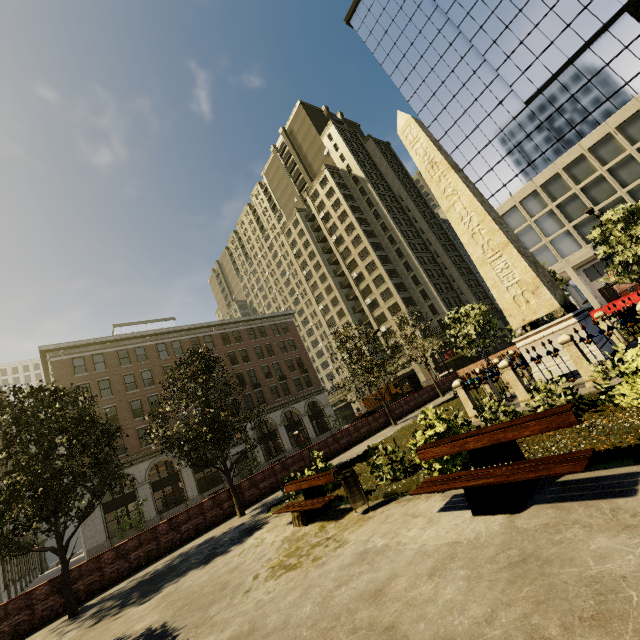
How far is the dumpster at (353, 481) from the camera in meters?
6.9 m

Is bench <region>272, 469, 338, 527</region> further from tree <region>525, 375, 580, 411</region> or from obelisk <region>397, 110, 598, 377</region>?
obelisk <region>397, 110, 598, 377</region>

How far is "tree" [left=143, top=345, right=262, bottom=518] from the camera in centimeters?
1366cm

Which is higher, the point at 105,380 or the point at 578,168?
the point at 105,380

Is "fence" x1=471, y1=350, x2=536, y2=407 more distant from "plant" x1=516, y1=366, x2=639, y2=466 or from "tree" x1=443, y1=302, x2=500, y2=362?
"tree" x1=443, y1=302, x2=500, y2=362

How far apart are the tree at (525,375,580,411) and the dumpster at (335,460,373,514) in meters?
3.5

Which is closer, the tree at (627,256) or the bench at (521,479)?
the bench at (521,479)

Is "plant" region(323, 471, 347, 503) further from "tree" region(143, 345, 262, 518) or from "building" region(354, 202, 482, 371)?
"building" region(354, 202, 482, 371)
